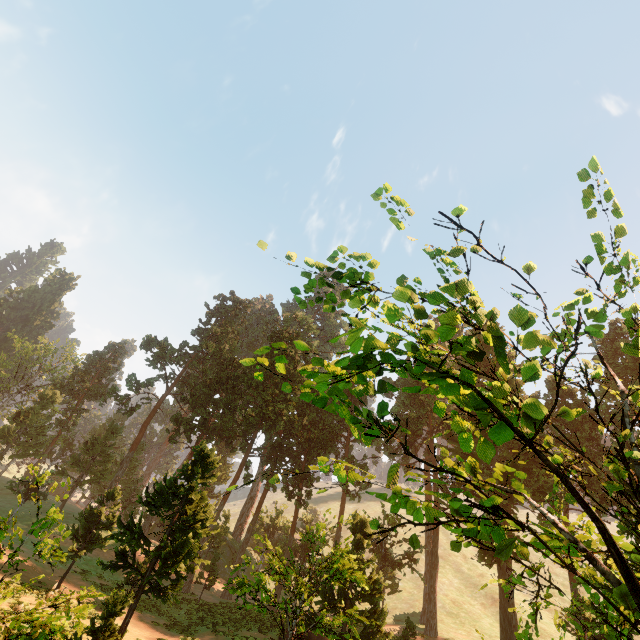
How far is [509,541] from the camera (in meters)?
4.82

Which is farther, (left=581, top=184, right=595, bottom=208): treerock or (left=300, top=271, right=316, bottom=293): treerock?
(left=300, top=271, right=316, bottom=293): treerock

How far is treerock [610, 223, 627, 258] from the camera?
3.9m

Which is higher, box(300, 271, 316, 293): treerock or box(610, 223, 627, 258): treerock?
box(610, 223, 627, 258): treerock

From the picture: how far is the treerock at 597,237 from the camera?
4.07m
